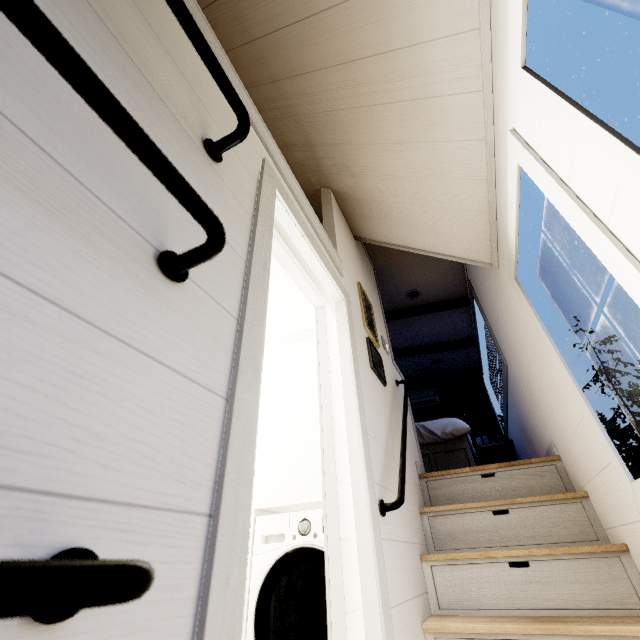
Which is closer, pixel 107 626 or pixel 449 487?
pixel 107 626
